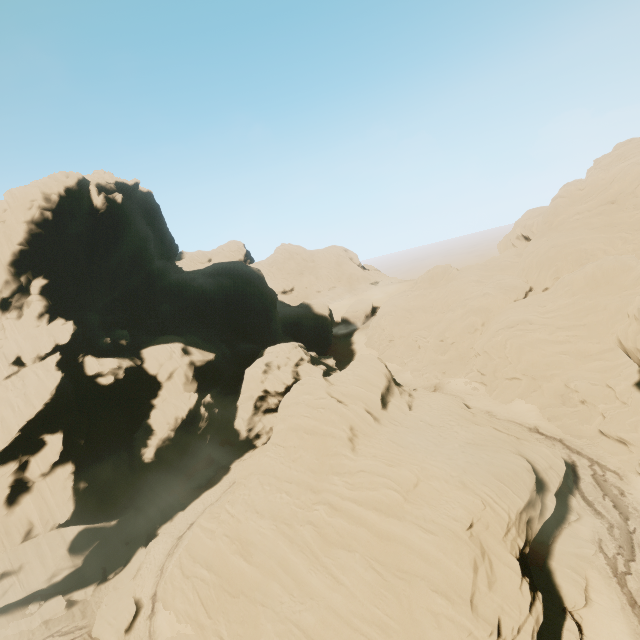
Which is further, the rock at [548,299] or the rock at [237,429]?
the rock at [548,299]

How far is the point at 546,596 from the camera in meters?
21.3 m

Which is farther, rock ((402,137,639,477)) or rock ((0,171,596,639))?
rock ((402,137,639,477))
